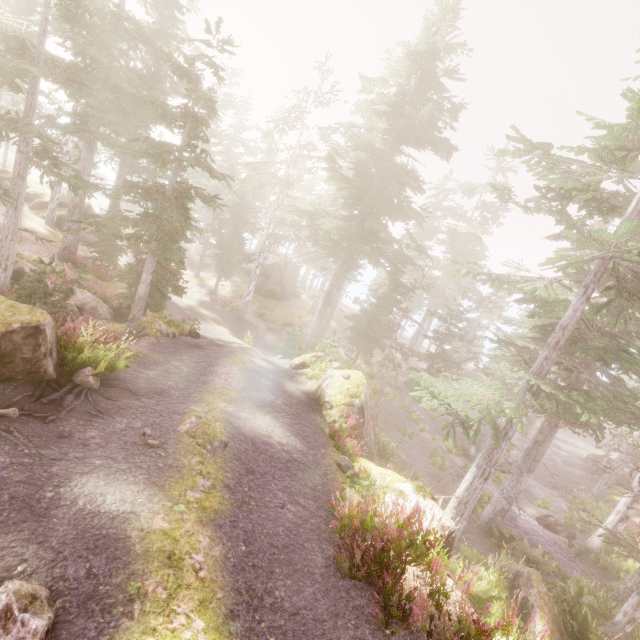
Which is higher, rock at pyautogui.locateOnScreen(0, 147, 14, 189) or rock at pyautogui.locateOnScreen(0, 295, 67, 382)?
rock at pyautogui.locateOnScreen(0, 295, 67, 382)

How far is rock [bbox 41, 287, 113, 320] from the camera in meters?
16.6

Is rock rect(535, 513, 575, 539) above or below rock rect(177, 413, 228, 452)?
below

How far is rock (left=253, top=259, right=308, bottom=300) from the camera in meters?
36.4 m

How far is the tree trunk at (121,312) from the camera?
19.6m

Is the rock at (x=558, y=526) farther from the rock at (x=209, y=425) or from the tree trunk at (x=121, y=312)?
the tree trunk at (x=121, y=312)

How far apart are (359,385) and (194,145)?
12.0 meters
